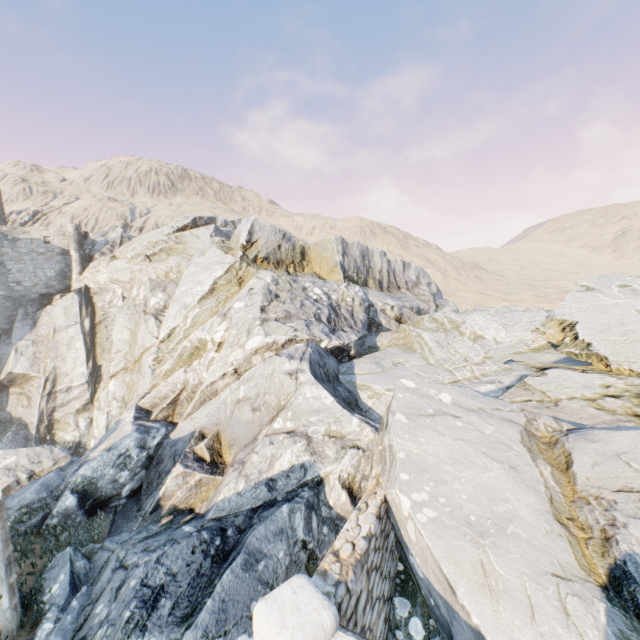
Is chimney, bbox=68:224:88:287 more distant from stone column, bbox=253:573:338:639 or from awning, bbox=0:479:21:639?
stone column, bbox=253:573:338:639

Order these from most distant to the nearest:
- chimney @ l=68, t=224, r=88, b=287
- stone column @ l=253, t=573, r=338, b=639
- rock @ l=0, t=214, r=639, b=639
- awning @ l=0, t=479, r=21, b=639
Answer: chimney @ l=68, t=224, r=88, b=287, awning @ l=0, t=479, r=21, b=639, rock @ l=0, t=214, r=639, b=639, stone column @ l=253, t=573, r=338, b=639

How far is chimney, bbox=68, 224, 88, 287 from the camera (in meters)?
29.72

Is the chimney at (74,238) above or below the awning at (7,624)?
above

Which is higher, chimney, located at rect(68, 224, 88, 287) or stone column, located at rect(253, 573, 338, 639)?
chimney, located at rect(68, 224, 88, 287)

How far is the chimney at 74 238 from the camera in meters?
29.7

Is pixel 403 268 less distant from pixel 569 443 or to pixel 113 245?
pixel 569 443

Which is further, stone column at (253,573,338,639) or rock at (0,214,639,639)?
rock at (0,214,639,639)
